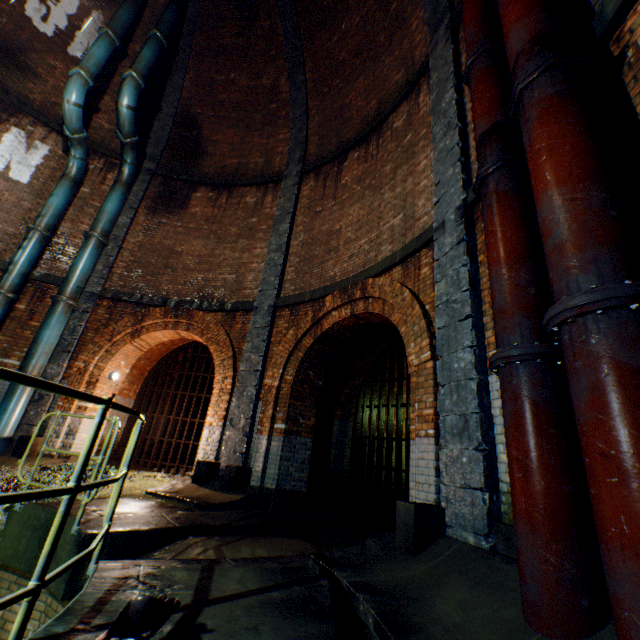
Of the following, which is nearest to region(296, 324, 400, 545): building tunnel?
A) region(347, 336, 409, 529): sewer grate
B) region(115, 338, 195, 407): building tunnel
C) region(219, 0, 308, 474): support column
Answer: region(347, 336, 409, 529): sewer grate

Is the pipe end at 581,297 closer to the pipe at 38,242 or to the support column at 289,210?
the support column at 289,210

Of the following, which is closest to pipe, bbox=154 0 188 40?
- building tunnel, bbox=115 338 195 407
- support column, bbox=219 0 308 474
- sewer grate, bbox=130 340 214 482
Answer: support column, bbox=219 0 308 474

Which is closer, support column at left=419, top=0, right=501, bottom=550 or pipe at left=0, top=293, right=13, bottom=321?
support column at left=419, top=0, right=501, bottom=550

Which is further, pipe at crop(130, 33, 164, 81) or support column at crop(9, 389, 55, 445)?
pipe at crop(130, 33, 164, 81)

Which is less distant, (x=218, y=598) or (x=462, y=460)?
(x=218, y=598)

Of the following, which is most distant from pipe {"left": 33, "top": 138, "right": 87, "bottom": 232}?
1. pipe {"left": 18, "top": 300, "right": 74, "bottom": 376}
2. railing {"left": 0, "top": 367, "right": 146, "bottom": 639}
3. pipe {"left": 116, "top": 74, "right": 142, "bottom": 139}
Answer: railing {"left": 0, "top": 367, "right": 146, "bottom": 639}

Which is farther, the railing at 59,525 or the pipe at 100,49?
the pipe at 100,49
